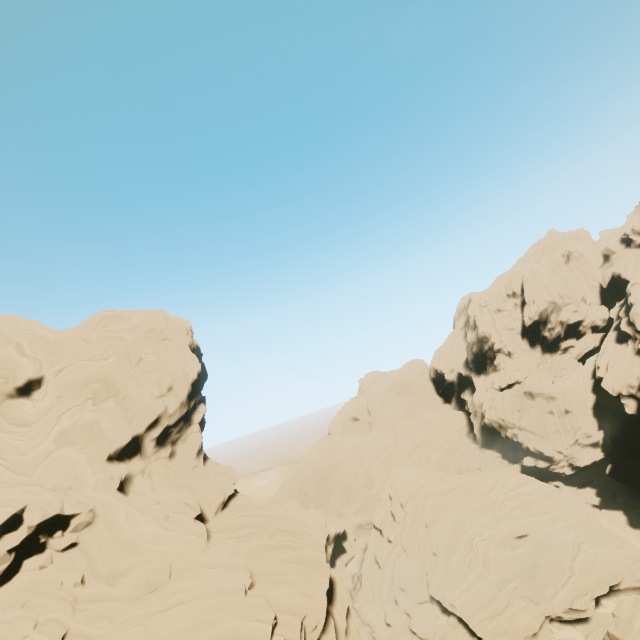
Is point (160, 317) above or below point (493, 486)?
above

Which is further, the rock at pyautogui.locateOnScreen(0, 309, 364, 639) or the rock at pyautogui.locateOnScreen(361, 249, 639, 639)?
the rock at pyautogui.locateOnScreen(361, 249, 639, 639)

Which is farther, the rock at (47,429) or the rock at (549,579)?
the rock at (549,579)

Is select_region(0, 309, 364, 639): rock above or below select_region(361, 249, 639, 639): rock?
above

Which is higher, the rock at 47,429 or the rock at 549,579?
the rock at 47,429
